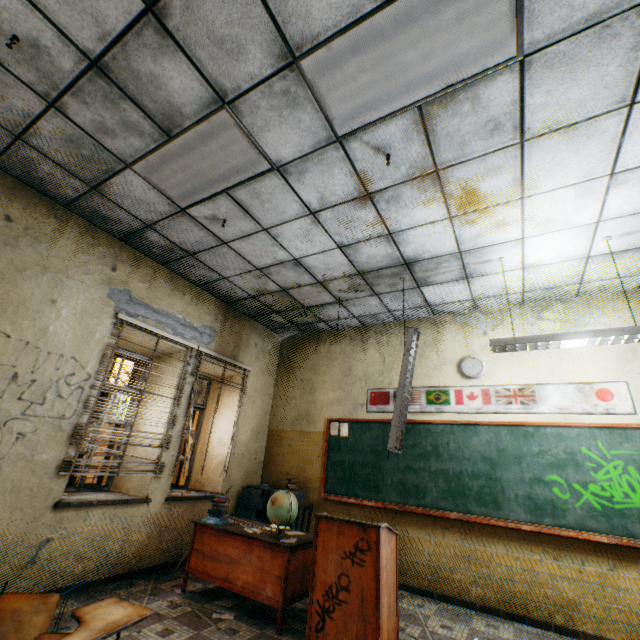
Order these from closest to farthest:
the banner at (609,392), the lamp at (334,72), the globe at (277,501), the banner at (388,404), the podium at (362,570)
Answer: the lamp at (334,72)
the podium at (362,570)
the globe at (277,501)
the banner at (609,392)
the banner at (388,404)

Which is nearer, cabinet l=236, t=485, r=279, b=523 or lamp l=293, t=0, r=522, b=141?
lamp l=293, t=0, r=522, b=141

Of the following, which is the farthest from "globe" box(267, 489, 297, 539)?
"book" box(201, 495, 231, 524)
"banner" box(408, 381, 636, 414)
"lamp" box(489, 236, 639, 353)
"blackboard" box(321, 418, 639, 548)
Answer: "lamp" box(489, 236, 639, 353)

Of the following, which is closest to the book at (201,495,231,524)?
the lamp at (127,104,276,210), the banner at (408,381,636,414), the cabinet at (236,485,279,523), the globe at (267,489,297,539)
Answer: the globe at (267,489,297,539)

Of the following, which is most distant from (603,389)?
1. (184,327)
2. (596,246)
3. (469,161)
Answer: (184,327)

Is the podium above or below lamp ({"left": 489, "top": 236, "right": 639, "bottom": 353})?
below

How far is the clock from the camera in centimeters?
486cm

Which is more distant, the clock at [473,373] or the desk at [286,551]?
the clock at [473,373]
